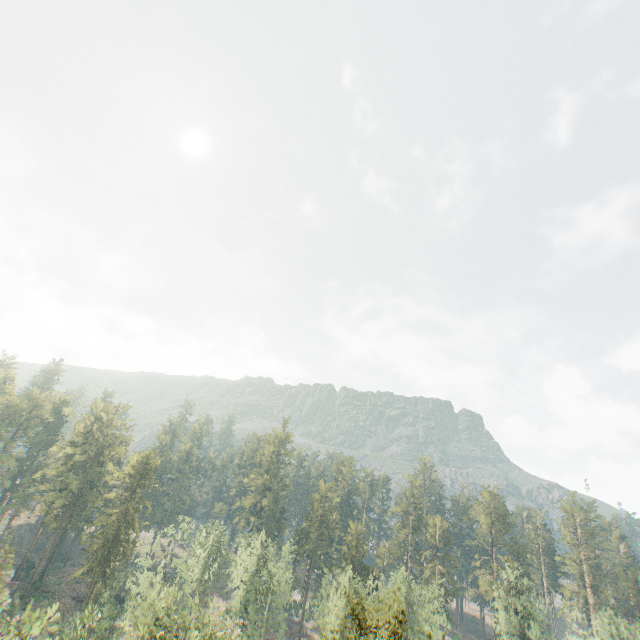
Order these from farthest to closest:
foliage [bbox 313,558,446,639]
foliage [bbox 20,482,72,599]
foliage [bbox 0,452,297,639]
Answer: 1. foliage [bbox 20,482,72,599]
2. foliage [bbox 0,452,297,639]
3. foliage [bbox 313,558,446,639]

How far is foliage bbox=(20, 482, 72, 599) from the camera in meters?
54.8 m

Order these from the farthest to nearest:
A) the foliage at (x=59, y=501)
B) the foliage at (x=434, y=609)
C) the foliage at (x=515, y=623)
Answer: the foliage at (x=59, y=501)
the foliage at (x=515, y=623)
the foliage at (x=434, y=609)

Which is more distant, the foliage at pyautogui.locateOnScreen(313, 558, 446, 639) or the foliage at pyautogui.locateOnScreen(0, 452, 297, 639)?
the foliage at pyautogui.locateOnScreen(0, 452, 297, 639)

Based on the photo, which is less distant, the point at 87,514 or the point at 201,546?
the point at 201,546

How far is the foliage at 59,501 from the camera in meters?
54.8
